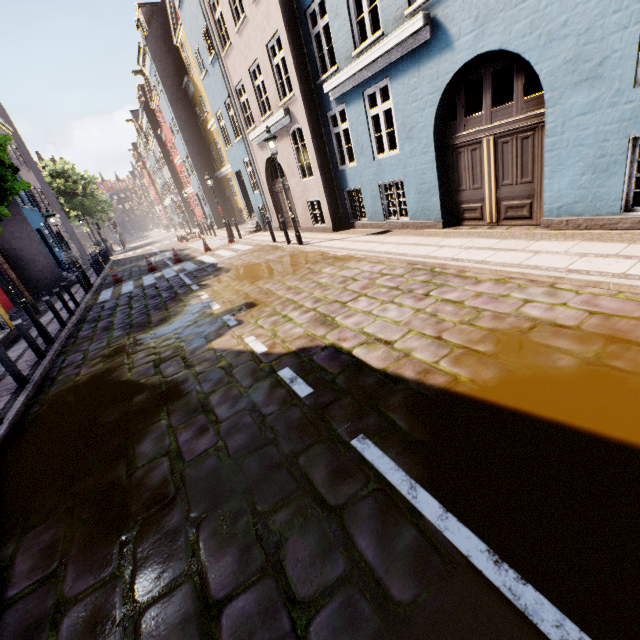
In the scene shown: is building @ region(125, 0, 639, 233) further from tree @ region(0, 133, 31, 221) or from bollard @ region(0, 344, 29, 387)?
→ bollard @ region(0, 344, 29, 387)

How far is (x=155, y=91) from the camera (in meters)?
27.33

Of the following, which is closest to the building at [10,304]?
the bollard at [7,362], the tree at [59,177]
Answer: the tree at [59,177]

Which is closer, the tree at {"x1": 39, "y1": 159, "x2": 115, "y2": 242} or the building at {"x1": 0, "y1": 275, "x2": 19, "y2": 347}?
the building at {"x1": 0, "y1": 275, "x2": 19, "y2": 347}

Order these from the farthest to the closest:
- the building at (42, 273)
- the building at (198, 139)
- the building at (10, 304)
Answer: the building at (42, 273), the building at (10, 304), the building at (198, 139)

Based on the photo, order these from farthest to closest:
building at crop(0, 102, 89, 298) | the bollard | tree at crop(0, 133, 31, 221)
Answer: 1. building at crop(0, 102, 89, 298)
2. tree at crop(0, 133, 31, 221)
3. the bollard

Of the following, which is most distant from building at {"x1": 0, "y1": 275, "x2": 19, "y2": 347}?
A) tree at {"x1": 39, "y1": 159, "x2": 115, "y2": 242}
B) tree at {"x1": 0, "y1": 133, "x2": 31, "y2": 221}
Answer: tree at {"x1": 0, "y1": 133, "x2": 31, "y2": 221}

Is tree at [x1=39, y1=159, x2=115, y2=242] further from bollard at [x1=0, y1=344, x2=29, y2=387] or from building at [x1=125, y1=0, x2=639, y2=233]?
bollard at [x1=0, y1=344, x2=29, y2=387]
